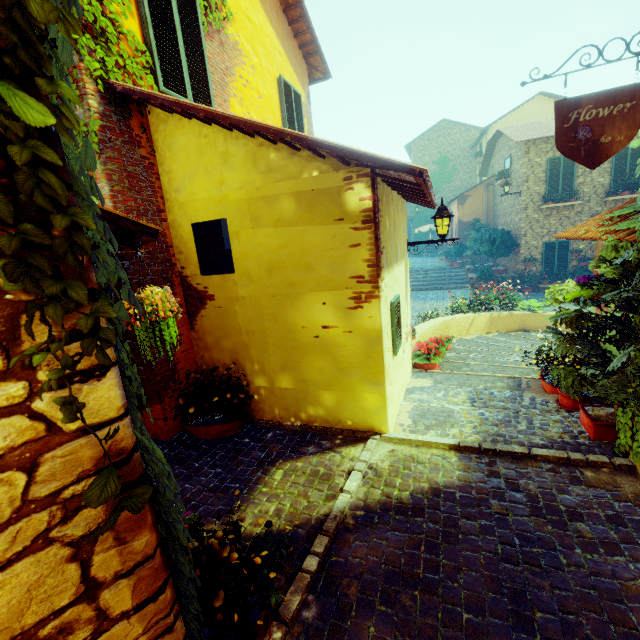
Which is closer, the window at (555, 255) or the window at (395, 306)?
the window at (395, 306)

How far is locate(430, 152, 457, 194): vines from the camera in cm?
2770

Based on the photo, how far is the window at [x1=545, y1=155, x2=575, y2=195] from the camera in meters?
14.5

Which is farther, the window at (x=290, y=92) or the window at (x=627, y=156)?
the window at (x=627, y=156)

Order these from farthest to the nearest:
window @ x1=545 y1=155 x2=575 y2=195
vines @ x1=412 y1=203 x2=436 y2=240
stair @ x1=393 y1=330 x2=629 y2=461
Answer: vines @ x1=412 y1=203 x2=436 y2=240
window @ x1=545 y1=155 x2=575 y2=195
stair @ x1=393 y1=330 x2=629 y2=461

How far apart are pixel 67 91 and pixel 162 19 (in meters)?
4.87

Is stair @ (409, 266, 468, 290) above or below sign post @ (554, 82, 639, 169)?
below

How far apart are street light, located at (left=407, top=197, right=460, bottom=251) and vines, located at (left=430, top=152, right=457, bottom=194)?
25.7 meters
